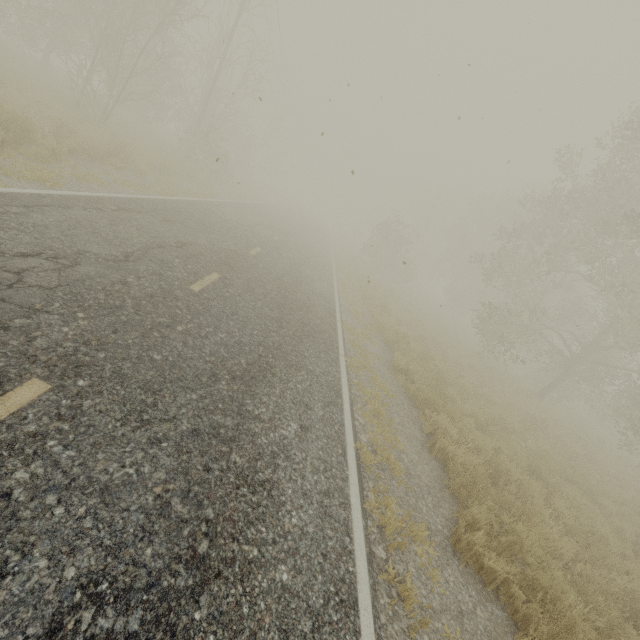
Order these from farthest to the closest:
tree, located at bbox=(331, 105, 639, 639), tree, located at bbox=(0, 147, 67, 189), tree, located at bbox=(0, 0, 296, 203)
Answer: tree, located at bbox=(0, 0, 296, 203), tree, located at bbox=(0, 147, 67, 189), tree, located at bbox=(331, 105, 639, 639)

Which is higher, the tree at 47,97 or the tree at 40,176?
the tree at 47,97

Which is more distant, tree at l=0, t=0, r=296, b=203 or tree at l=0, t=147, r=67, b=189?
tree at l=0, t=0, r=296, b=203

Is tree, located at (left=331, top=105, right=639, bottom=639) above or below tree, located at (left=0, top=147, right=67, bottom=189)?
below

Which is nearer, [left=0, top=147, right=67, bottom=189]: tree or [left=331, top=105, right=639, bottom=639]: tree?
[left=331, top=105, right=639, bottom=639]: tree

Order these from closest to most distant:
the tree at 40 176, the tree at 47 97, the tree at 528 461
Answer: the tree at 528 461 → the tree at 40 176 → the tree at 47 97

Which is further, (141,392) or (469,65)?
(469,65)
